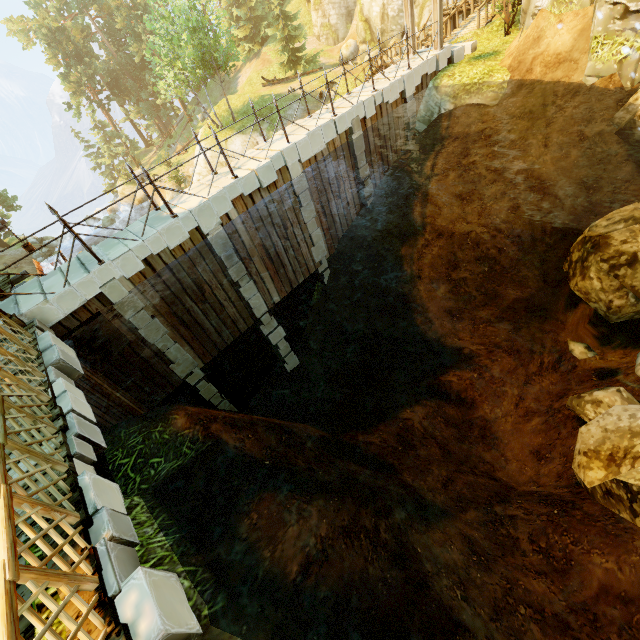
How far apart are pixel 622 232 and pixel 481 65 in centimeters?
903cm

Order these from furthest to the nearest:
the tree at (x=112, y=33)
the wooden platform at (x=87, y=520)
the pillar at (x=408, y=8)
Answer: the tree at (x=112, y=33) → the pillar at (x=408, y=8) → the wooden platform at (x=87, y=520)

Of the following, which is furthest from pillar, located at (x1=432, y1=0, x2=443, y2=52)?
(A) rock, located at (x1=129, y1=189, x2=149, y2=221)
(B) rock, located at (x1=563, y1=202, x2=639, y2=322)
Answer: (A) rock, located at (x1=129, y1=189, x2=149, y2=221)

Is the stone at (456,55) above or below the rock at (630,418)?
above

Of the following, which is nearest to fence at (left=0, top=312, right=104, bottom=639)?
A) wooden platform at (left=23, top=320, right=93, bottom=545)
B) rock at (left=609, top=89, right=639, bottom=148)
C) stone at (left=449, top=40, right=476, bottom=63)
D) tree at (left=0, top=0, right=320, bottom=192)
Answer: wooden platform at (left=23, top=320, right=93, bottom=545)

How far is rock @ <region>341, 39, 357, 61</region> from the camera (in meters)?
32.17

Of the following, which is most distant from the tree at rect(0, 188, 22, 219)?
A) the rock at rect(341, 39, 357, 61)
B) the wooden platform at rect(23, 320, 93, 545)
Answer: the wooden platform at rect(23, 320, 93, 545)

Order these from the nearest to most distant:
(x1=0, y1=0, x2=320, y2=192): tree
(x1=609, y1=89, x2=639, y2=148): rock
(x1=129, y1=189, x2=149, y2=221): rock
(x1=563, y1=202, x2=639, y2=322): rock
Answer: (x1=609, y1=89, x2=639, y2=148): rock
(x1=563, y1=202, x2=639, y2=322): rock
(x1=0, y1=0, x2=320, y2=192): tree
(x1=129, y1=189, x2=149, y2=221): rock
